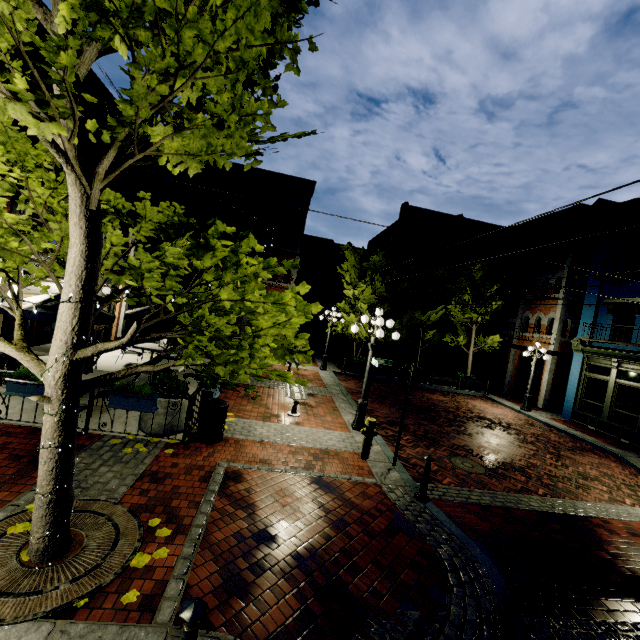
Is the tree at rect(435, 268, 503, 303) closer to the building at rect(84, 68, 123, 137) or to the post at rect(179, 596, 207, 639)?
the building at rect(84, 68, 123, 137)

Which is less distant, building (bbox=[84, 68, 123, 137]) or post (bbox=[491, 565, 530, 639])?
post (bbox=[491, 565, 530, 639])

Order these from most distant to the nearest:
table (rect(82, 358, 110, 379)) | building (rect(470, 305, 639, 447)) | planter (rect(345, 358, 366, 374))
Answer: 1. planter (rect(345, 358, 366, 374))
2. building (rect(470, 305, 639, 447))
3. table (rect(82, 358, 110, 379))

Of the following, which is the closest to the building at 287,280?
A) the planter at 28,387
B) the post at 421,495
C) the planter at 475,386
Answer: the planter at 475,386

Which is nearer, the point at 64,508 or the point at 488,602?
the point at 64,508

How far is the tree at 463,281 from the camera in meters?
18.7 m

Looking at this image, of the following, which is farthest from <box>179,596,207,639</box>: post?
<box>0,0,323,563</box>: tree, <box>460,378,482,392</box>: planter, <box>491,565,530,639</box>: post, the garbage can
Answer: <box>460,378,482,392</box>: planter

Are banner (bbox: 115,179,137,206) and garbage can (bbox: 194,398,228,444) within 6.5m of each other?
no
